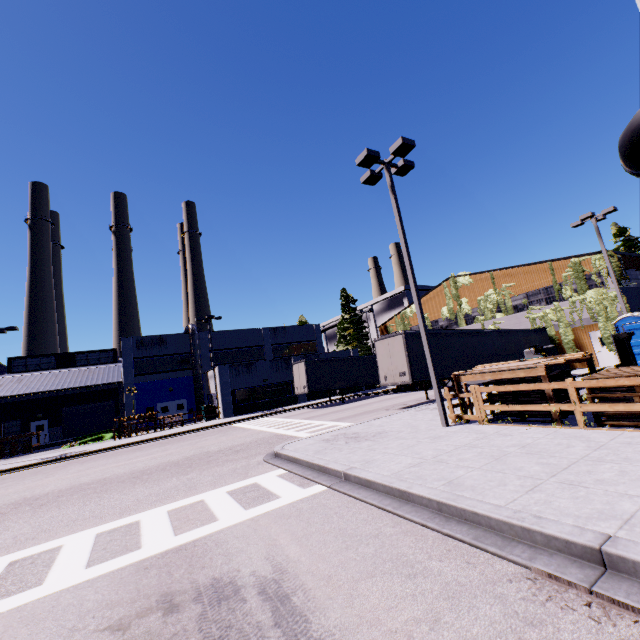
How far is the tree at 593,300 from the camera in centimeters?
2152cm

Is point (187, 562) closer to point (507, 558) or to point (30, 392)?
point (507, 558)

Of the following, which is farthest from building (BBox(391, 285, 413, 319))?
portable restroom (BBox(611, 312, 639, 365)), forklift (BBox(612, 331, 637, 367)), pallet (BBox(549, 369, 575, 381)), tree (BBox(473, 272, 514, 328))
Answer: portable restroom (BBox(611, 312, 639, 365))

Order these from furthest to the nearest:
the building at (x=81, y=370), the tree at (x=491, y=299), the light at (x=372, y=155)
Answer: the building at (x=81, y=370)
the tree at (x=491, y=299)
the light at (x=372, y=155)

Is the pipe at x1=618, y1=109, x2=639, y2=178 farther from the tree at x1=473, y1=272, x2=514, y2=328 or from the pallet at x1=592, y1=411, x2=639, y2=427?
the tree at x1=473, y1=272, x2=514, y2=328

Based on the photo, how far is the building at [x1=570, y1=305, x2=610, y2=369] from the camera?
22.5 meters

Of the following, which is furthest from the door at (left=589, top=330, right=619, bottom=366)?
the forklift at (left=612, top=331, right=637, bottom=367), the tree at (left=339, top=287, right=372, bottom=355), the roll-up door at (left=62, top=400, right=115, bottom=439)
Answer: the roll-up door at (left=62, top=400, right=115, bottom=439)

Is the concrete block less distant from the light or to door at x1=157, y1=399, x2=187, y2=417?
the light
